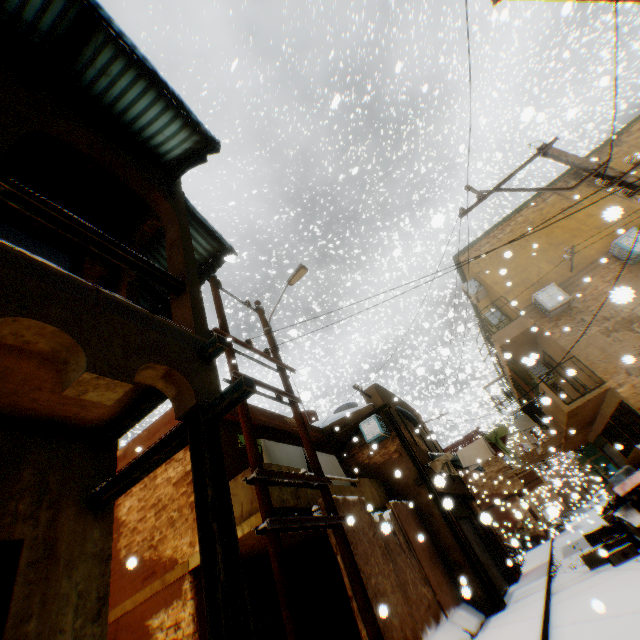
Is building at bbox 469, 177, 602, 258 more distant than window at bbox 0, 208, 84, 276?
Yes

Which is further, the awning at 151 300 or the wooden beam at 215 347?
the awning at 151 300

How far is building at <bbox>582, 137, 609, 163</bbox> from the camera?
13.44m

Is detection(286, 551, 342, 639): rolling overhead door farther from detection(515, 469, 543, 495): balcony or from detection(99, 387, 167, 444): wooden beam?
detection(515, 469, 543, 495): balcony

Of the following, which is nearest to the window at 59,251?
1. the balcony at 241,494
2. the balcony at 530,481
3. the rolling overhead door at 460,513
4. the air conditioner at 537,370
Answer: the balcony at 241,494

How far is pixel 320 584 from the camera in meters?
9.7

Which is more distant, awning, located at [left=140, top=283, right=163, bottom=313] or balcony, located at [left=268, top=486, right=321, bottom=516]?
awning, located at [left=140, top=283, right=163, bottom=313]

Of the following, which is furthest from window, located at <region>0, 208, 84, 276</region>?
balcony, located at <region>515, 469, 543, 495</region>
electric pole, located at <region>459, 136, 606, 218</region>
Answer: balcony, located at <region>515, 469, 543, 495</region>
